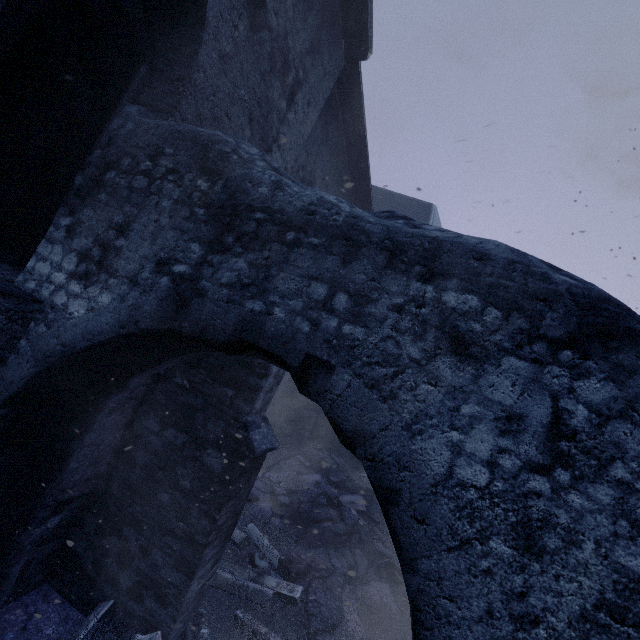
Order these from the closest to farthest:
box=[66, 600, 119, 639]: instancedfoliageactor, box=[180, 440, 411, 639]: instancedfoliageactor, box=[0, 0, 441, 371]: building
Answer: box=[0, 0, 441, 371]: building → box=[66, 600, 119, 639]: instancedfoliageactor → box=[180, 440, 411, 639]: instancedfoliageactor

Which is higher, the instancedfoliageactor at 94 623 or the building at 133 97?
the building at 133 97

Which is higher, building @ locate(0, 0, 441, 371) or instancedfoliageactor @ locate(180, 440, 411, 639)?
building @ locate(0, 0, 441, 371)

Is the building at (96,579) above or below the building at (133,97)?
below

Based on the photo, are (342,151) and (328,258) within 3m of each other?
no

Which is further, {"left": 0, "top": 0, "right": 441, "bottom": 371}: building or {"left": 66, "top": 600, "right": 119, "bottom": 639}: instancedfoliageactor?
{"left": 66, "top": 600, "right": 119, "bottom": 639}: instancedfoliageactor

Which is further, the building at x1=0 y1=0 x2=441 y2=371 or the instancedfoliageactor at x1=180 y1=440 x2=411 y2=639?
the instancedfoliageactor at x1=180 y1=440 x2=411 y2=639

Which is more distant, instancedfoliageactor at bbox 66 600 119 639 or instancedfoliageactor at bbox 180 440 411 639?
instancedfoliageactor at bbox 180 440 411 639
